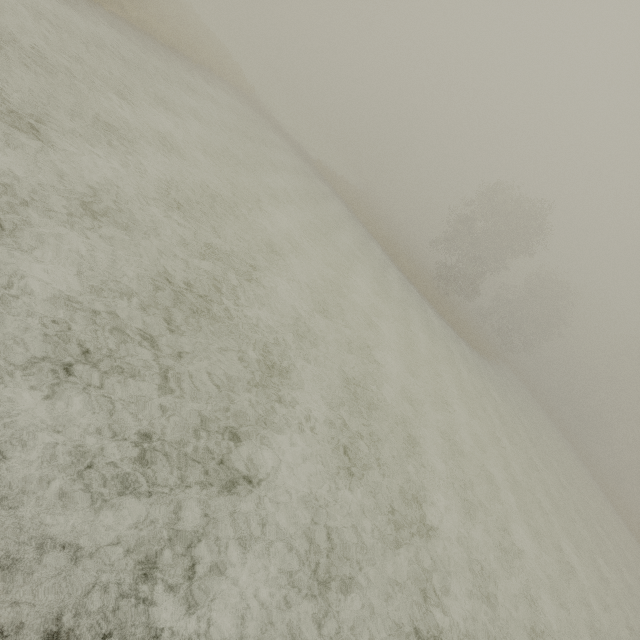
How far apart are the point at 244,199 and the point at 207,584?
11.4 meters
